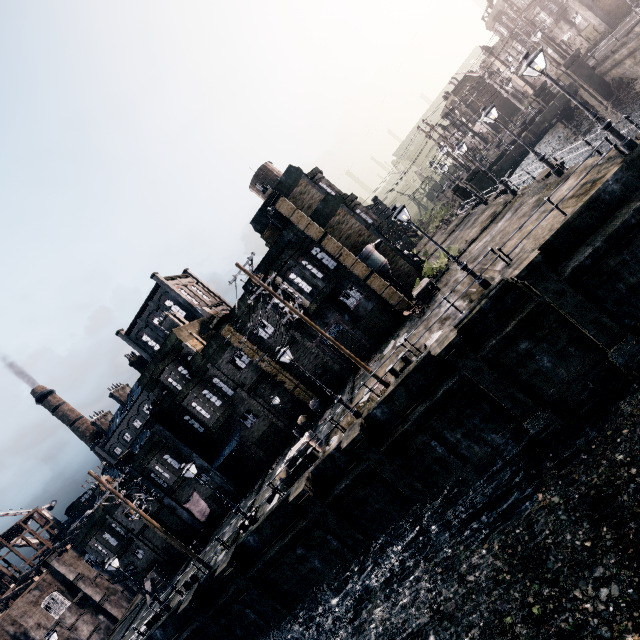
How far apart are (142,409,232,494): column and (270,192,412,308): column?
21.6m

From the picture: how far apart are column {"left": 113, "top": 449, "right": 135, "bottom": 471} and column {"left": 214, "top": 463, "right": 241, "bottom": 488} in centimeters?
455cm

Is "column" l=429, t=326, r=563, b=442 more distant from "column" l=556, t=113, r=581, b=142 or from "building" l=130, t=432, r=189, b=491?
"column" l=556, t=113, r=581, b=142

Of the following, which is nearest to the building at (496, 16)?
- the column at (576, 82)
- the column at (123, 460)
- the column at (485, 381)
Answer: the column at (576, 82)

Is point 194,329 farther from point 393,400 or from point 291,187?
point 393,400

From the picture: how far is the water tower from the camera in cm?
3819

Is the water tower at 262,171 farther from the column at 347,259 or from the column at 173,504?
the column at 173,504

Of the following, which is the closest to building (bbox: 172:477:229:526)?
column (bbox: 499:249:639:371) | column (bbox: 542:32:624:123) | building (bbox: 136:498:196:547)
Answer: building (bbox: 136:498:196:547)
